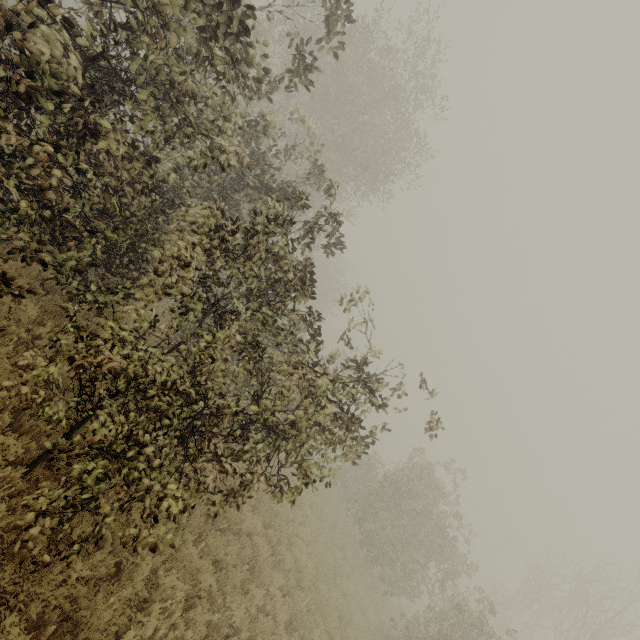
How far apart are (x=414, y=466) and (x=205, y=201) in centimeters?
1985cm
